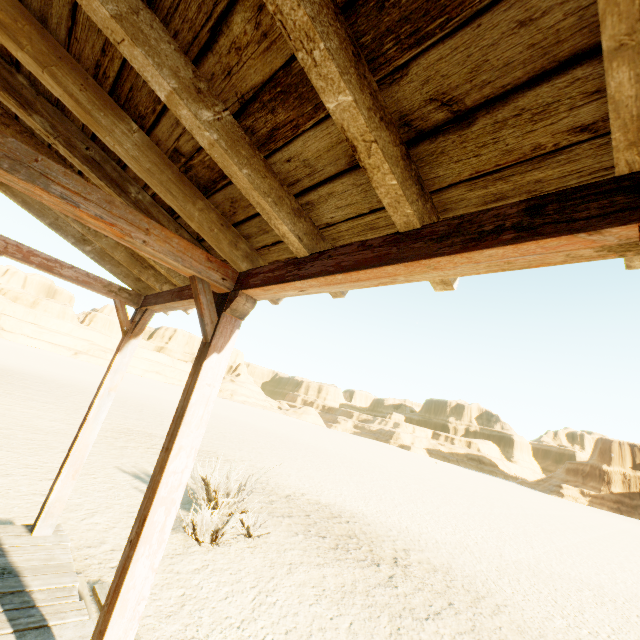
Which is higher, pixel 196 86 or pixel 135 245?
pixel 196 86
